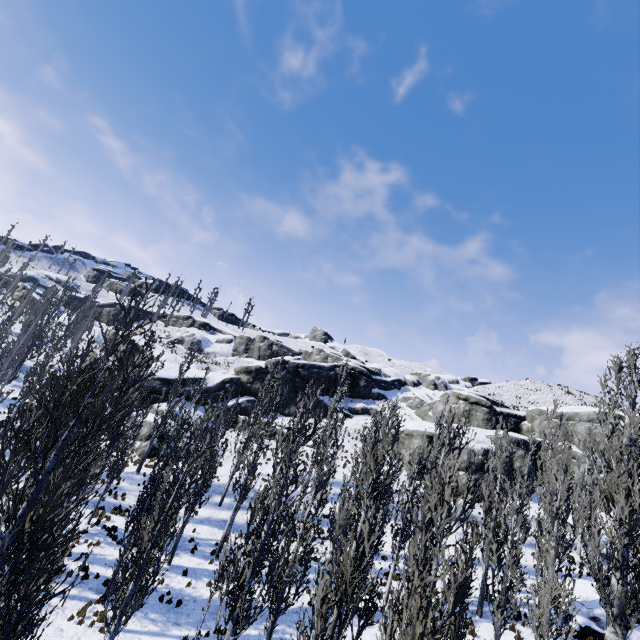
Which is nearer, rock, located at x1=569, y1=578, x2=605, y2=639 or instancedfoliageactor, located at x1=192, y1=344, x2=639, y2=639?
instancedfoliageactor, located at x1=192, y1=344, x2=639, y2=639

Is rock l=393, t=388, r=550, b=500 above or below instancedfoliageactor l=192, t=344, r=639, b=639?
above

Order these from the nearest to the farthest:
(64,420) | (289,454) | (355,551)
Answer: (64,420) → (355,551) → (289,454)

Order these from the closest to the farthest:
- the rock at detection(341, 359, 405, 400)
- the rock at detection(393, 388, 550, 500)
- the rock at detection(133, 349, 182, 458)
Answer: the rock at detection(133, 349, 182, 458), the rock at detection(393, 388, 550, 500), the rock at detection(341, 359, 405, 400)

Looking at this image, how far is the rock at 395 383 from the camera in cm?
5034

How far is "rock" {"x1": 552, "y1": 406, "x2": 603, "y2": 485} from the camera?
34.8m
